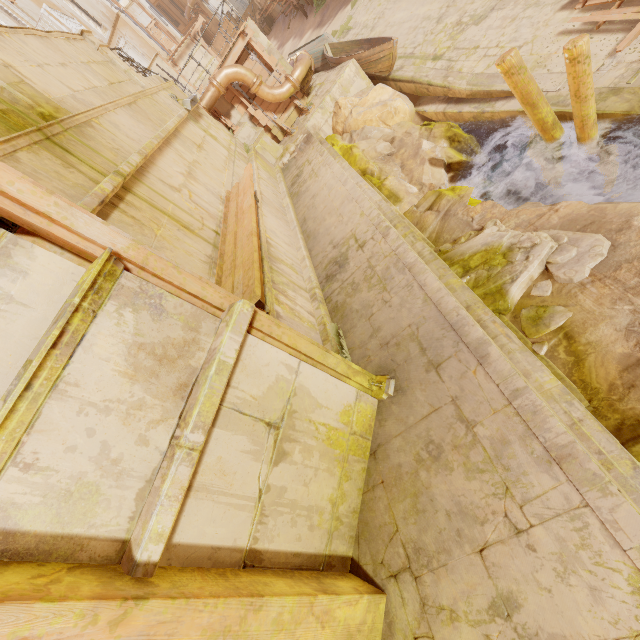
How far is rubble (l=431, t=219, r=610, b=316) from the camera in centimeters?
422cm

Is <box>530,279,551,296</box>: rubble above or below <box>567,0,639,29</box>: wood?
above

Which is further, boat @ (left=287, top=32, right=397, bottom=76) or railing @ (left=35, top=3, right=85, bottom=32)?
railing @ (left=35, top=3, right=85, bottom=32)

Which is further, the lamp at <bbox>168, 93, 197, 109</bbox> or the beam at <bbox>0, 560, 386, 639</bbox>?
the lamp at <bbox>168, 93, 197, 109</bbox>

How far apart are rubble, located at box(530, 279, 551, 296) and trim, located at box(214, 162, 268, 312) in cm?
304

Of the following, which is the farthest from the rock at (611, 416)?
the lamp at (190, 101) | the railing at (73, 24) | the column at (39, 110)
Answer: the railing at (73, 24)

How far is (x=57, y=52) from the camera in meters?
5.7 m

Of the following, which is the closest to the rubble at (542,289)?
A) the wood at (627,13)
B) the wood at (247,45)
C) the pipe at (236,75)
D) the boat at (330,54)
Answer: the wood at (627,13)
